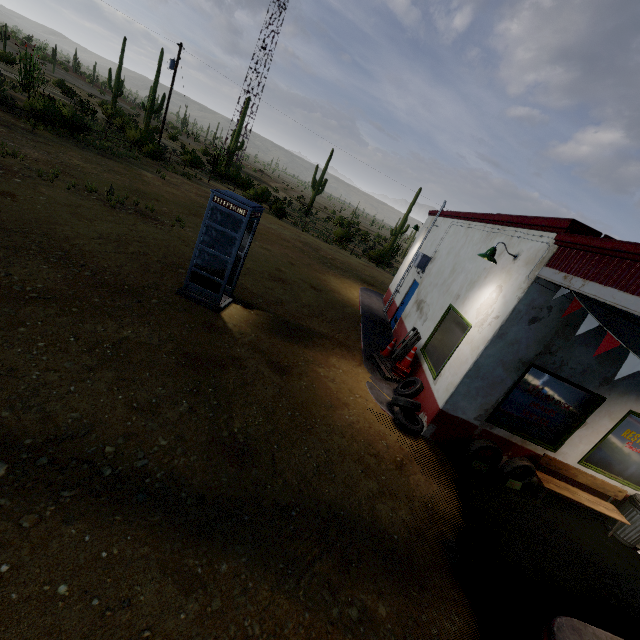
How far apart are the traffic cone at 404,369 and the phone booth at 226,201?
4.88m

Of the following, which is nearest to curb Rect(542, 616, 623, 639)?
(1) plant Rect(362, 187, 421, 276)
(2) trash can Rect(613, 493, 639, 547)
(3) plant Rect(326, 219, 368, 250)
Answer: (2) trash can Rect(613, 493, 639, 547)

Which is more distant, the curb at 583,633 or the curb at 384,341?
the curb at 384,341

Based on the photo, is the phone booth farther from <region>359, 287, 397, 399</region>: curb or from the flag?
the flag

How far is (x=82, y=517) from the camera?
3.2m

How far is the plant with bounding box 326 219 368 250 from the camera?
31.97m

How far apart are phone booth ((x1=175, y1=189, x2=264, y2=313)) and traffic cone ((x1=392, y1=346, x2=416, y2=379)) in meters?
4.9

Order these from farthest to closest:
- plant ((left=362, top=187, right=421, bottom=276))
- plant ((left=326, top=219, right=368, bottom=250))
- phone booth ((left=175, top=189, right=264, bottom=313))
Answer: plant ((left=326, top=219, right=368, bottom=250)), plant ((left=362, top=187, right=421, bottom=276)), phone booth ((left=175, top=189, right=264, bottom=313))
